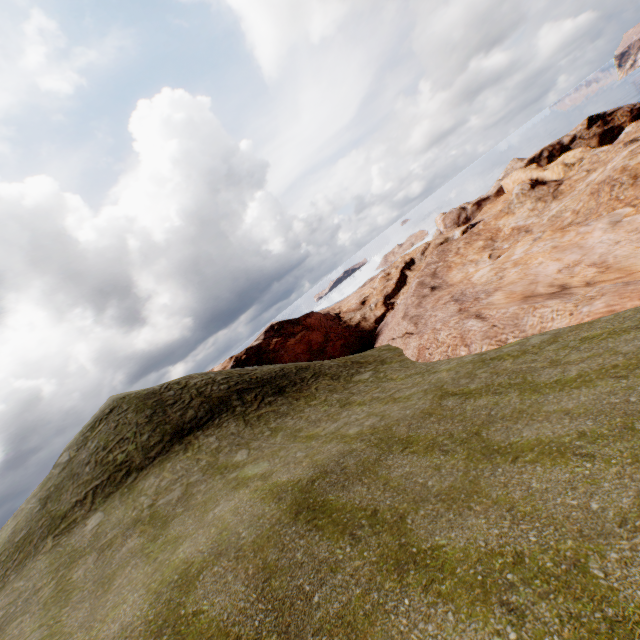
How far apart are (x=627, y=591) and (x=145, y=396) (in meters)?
24.35
